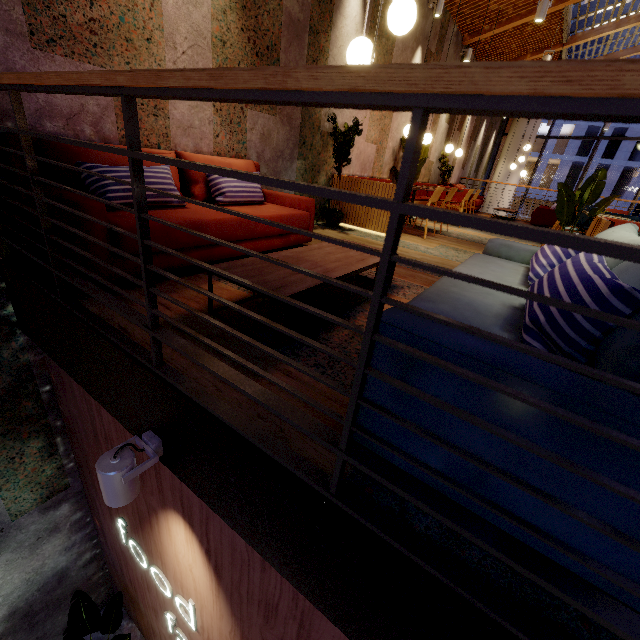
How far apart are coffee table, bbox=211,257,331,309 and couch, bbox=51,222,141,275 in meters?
0.5 m

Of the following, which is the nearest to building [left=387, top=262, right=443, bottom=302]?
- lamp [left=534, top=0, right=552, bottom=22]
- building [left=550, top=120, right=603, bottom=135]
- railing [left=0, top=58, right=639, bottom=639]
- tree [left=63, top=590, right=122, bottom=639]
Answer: railing [left=0, top=58, right=639, bottom=639]

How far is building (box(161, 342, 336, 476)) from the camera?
1.2m

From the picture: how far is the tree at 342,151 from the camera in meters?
4.7 m

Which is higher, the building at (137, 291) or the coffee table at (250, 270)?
the coffee table at (250, 270)

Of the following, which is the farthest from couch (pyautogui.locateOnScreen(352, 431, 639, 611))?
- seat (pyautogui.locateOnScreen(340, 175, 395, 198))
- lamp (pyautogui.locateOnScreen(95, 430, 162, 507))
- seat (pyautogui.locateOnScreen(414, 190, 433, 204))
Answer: seat (pyautogui.locateOnScreen(414, 190, 433, 204))

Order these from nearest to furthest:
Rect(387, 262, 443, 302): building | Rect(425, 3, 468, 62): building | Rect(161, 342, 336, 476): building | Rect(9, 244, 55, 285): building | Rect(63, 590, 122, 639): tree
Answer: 1. Rect(161, 342, 336, 476): building
2. Rect(9, 244, 55, 285): building
3. Rect(387, 262, 443, 302): building
4. Rect(63, 590, 122, 639): tree
5. Rect(425, 3, 468, 62): building

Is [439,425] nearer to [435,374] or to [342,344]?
[435,374]
